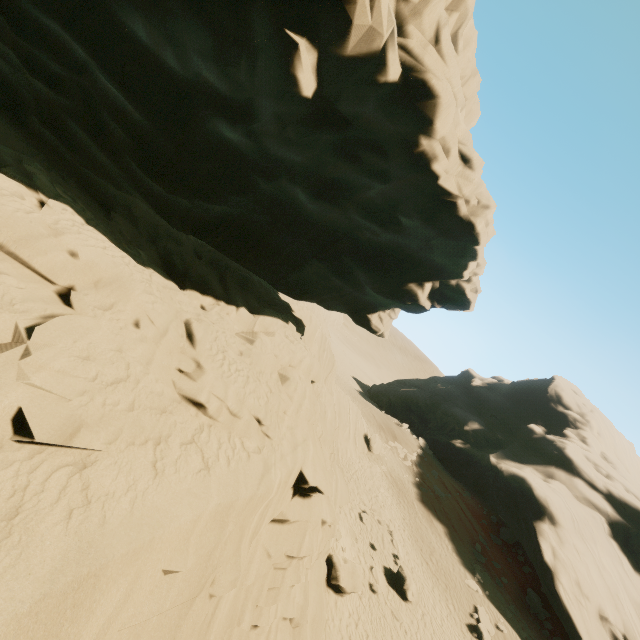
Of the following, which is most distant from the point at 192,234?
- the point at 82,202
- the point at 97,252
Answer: the point at 97,252

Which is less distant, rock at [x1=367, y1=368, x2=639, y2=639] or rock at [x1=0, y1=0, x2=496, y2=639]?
rock at [x1=0, y1=0, x2=496, y2=639]

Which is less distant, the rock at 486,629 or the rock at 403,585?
the rock at 403,585

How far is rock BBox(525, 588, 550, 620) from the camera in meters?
21.6 m

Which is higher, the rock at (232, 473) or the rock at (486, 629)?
the rock at (232, 473)

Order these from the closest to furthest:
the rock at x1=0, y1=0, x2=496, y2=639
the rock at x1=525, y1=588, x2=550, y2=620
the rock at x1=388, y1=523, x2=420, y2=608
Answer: the rock at x1=0, y1=0, x2=496, y2=639
the rock at x1=388, y1=523, x2=420, y2=608
the rock at x1=525, y1=588, x2=550, y2=620

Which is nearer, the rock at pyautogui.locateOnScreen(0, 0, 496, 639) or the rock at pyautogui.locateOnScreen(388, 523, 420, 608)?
the rock at pyautogui.locateOnScreen(0, 0, 496, 639)
